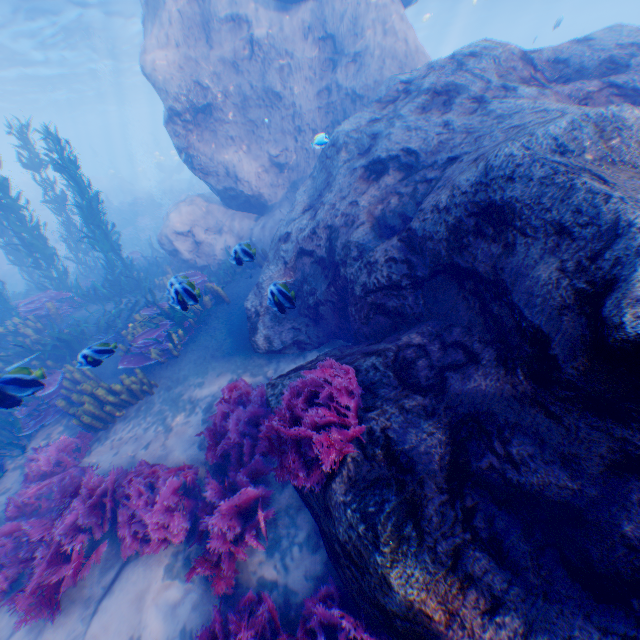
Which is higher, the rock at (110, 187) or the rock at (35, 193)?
the rock at (35, 193)

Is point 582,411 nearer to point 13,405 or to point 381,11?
point 13,405

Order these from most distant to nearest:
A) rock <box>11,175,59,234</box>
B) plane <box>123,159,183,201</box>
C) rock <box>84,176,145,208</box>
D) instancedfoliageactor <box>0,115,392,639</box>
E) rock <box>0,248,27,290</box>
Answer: plane <box>123,159,183,201</box> → rock <box>84,176,145,208</box> → rock <box>11,175,59,234</box> → rock <box>0,248,27,290</box> → instancedfoliageactor <box>0,115,392,639</box>

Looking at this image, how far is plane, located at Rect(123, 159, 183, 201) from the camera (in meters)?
33.51

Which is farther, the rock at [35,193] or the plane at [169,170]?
the plane at [169,170]

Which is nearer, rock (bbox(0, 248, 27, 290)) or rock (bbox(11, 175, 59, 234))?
rock (bbox(0, 248, 27, 290))
